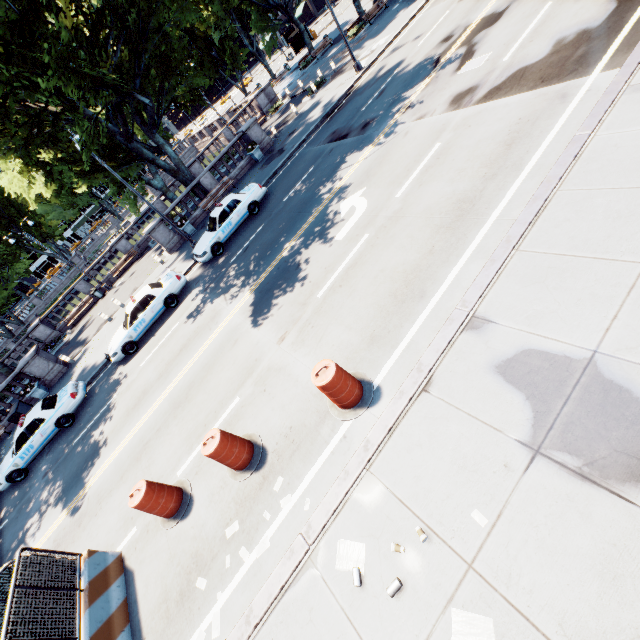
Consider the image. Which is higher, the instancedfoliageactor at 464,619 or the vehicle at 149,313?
the vehicle at 149,313

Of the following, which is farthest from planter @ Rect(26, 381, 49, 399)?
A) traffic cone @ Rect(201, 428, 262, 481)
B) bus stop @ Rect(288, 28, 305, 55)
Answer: bus stop @ Rect(288, 28, 305, 55)

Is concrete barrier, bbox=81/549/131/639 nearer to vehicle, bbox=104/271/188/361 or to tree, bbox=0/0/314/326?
vehicle, bbox=104/271/188/361

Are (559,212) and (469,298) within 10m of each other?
yes

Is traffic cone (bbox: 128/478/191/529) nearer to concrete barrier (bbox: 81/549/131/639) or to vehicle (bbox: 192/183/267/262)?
concrete barrier (bbox: 81/549/131/639)

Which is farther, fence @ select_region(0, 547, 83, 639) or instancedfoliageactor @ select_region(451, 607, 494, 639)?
fence @ select_region(0, 547, 83, 639)

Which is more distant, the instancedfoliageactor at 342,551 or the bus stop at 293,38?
the bus stop at 293,38

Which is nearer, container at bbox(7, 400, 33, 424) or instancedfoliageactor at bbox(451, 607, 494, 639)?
instancedfoliageactor at bbox(451, 607, 494, 639)
